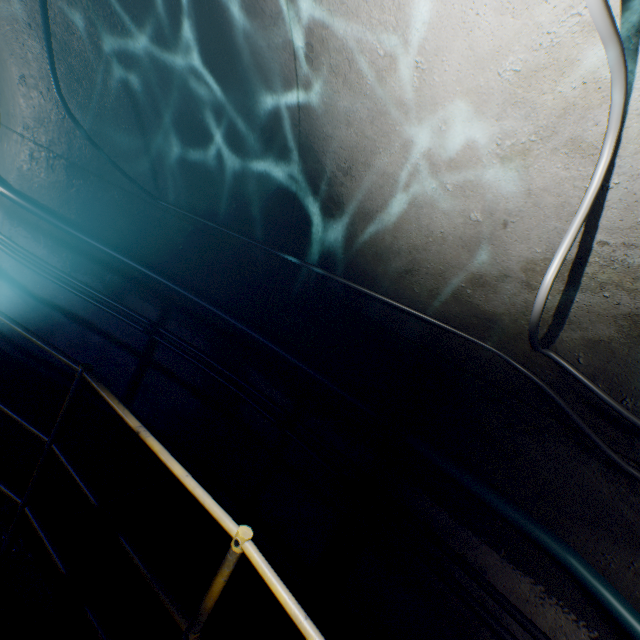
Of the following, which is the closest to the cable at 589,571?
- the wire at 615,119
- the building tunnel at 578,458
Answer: the building tunnel at 578,458

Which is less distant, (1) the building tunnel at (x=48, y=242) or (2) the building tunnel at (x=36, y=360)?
(1) the building tunnel at (x=48, y=242)

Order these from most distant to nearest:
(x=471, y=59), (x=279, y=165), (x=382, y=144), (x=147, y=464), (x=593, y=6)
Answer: (x=147, y=464), (x=279, y=165), (x=382, y=144), (x=471, y=59), (x=593, y=6)

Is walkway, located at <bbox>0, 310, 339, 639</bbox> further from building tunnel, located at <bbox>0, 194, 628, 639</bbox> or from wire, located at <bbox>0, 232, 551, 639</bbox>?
wire, located at <bbox>0, 232, 551, 639</bbox>

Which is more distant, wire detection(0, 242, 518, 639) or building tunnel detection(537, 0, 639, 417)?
wire detection(0, 242, 518, 639)

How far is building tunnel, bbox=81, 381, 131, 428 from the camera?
3.5 meters

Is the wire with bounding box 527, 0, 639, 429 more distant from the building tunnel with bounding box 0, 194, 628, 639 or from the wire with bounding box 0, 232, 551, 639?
the wire with bounding box 0, 232, 551, 639

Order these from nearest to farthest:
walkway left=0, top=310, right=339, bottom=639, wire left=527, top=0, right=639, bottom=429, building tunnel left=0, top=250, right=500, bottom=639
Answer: wire left=527, top=0, right=639, bottom=429 < walkway left=0, top=310, right=339, bottom=639 < building tunnel left=0, top=250, right=500, bottom=639
